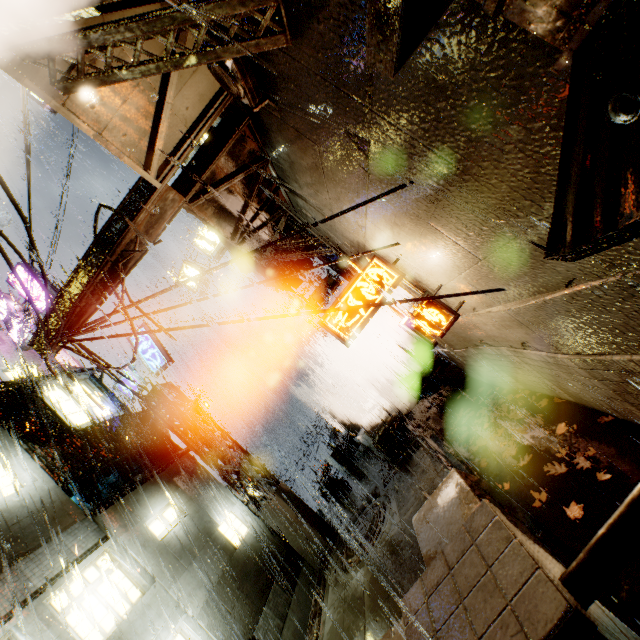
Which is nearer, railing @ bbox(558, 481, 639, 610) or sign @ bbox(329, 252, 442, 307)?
railing @ bbox(558, 481, 639, 610)

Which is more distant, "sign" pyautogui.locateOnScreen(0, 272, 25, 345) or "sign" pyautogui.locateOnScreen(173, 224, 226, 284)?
"sign" pyautogui.locateOnScreen(0, 272, 25, 345)

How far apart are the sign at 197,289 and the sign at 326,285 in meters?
4.5 m

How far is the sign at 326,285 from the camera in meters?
14.0 m

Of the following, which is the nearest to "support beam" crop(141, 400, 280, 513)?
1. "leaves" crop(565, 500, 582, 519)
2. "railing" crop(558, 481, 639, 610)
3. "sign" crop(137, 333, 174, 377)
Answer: "sign" crop(137, 333, 174, 377)

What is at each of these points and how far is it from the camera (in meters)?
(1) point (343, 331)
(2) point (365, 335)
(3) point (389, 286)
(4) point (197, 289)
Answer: (1) sign, 6.63
(2) cloth, 15.94
(3) sign, 6.57
(4) sign, 14.63

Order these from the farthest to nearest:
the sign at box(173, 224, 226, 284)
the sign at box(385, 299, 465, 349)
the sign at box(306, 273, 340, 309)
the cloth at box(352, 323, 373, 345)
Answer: the cloth at box(352, 323, 373, 345) < the sign at box(173, 224, 226, 284) < the sign at box(306, 273, 340, 309) < the sign at box(385, 299, 465, 349)

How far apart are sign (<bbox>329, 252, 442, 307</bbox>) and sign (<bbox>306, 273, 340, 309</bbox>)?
6.83m
